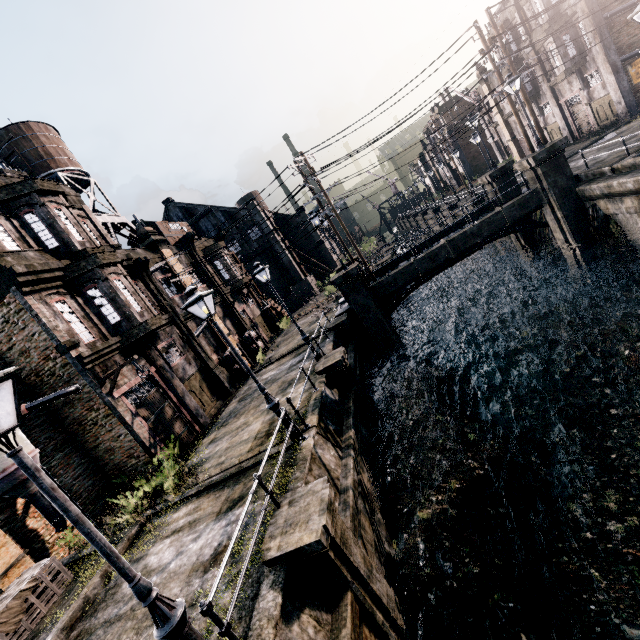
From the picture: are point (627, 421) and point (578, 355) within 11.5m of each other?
yes

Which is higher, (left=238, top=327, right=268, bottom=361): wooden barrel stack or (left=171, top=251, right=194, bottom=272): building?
(left=171, top=251, right=194, bottom=272): building

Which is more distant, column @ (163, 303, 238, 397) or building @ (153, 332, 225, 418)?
column @ (163, 303, 238, 397)

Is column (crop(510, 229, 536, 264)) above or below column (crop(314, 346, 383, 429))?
below

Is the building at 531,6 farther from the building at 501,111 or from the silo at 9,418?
the silo at 9,418

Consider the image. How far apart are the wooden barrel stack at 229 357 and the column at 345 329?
7.0m

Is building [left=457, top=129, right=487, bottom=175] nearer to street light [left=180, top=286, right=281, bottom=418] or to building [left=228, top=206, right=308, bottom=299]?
building [left=228, top=206, right=308, bottom=299]

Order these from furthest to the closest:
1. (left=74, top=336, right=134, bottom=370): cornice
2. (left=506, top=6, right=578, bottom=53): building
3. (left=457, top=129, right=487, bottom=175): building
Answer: (left=457, top=129, right=487, bottom=175): building, (left=506, top=6, right=578, bottom=53): building, (left=74, top=336, right=134, bottom=370): cornice
